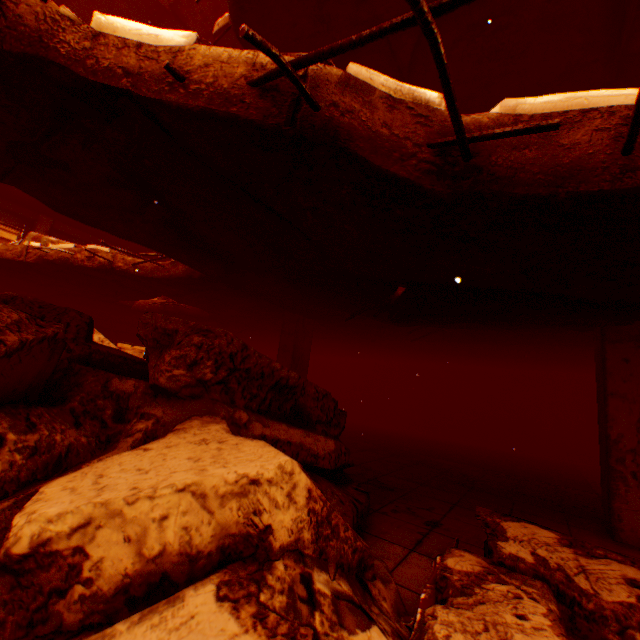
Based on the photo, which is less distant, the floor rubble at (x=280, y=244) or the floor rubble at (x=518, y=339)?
the floor rubble at (x=280, y=244)

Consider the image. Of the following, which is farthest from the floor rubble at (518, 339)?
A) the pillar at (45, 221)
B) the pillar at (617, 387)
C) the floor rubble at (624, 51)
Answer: the pillar at (45, 221)

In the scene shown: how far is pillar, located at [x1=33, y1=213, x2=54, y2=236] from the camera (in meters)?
10.72

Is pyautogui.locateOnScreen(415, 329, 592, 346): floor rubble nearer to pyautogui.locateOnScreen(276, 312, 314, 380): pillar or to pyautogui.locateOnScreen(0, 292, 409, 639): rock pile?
pyautogui.locateOnScreen(0, 292, 409, 639): rock pile

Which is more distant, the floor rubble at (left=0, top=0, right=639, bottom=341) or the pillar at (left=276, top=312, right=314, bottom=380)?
the pillar at (left=276, top=312, right=314, bottom=380)

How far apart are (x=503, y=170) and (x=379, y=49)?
4.2m

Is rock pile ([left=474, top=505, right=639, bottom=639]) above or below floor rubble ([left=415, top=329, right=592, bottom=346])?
below

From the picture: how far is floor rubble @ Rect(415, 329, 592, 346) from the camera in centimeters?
555cm
